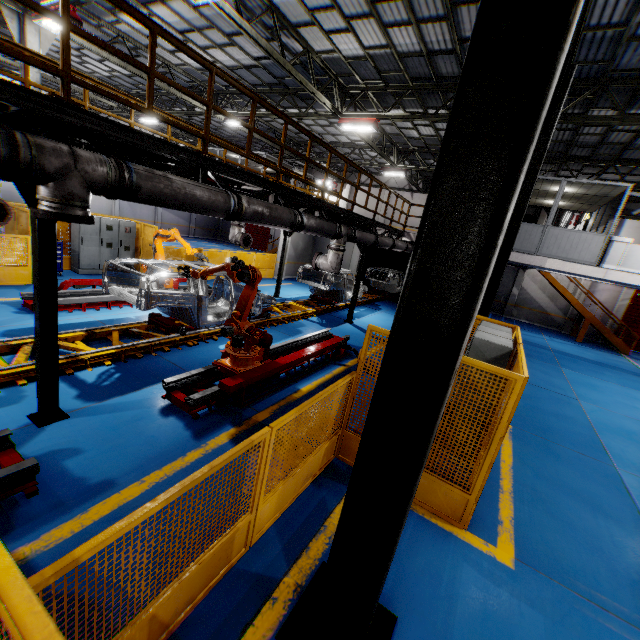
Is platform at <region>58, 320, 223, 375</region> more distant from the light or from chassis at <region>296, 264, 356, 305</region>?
the light

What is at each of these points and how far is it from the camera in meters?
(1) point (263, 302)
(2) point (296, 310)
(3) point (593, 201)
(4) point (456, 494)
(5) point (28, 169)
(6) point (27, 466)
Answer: (1) chassis, 10.4 m
(2) platform, 12.9 m
(3) cieling, 14.5 m
(4) metal panel, 4.2 m
(5) vent pipe, 3.3 m
(6) metal platform, 3.4 m

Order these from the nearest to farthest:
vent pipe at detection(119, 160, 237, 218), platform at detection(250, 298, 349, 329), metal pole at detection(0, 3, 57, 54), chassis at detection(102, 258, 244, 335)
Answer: vent pipe at detection(119, 160, 237, 218)
chassis at detection(102, 258, 244, 335)
metal pole at detection(0, 3, 57, 54)
platform at detection(250, 298, 349, 329)

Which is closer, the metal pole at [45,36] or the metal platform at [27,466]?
the metal platform at [27,466]

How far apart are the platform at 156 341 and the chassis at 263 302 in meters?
0.0 m

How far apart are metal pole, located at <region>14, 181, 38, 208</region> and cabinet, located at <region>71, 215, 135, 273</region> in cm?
917

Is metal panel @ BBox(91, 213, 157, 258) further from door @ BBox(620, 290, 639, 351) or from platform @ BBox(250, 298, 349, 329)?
door @ BBox(620, 290, 639, 351)

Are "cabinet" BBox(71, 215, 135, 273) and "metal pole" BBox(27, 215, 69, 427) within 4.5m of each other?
no
